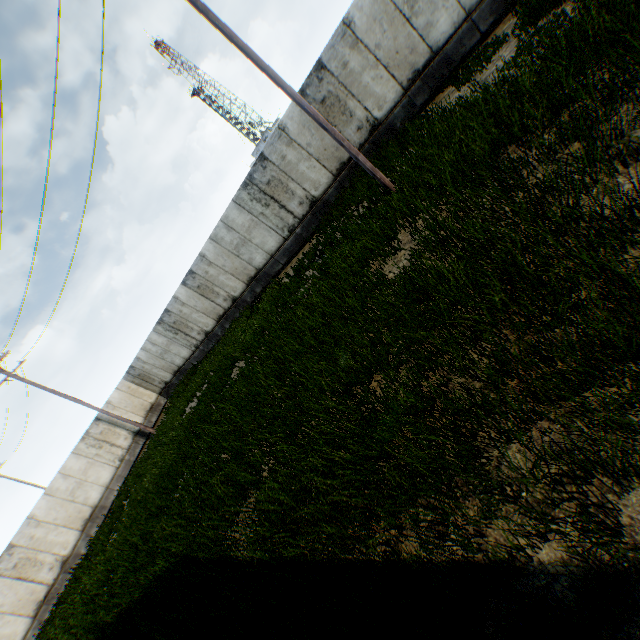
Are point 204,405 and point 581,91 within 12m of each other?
no
